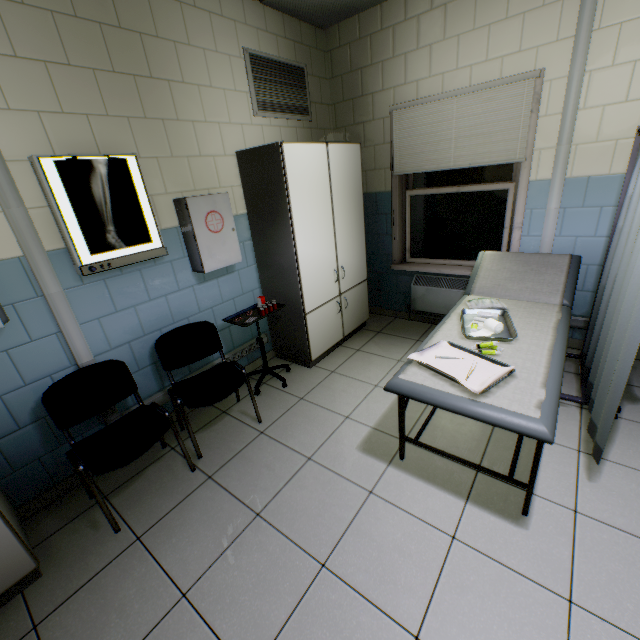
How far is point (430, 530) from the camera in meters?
1.8 m

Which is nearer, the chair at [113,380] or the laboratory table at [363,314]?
the chair at [113,380]

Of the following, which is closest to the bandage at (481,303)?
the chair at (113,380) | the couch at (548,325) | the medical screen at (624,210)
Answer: the couch at (548,325)

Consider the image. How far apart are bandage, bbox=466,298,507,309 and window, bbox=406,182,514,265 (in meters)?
1.02

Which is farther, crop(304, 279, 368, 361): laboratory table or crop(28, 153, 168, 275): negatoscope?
crop(304, 279, 368, 361): laboratory table

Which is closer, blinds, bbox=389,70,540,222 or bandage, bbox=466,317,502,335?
bandage, bbox=466,317,502,335

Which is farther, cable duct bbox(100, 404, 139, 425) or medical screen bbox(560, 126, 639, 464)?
cable duct bbox(100, 404, 139, 425)

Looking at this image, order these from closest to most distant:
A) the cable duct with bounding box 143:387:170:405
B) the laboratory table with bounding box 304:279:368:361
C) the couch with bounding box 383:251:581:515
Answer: the couch with bounding box 383:251:581:515 → the cable duct with bounding box 143:387:170:405 → the laboratory table with bounding box 304:279:368:361
